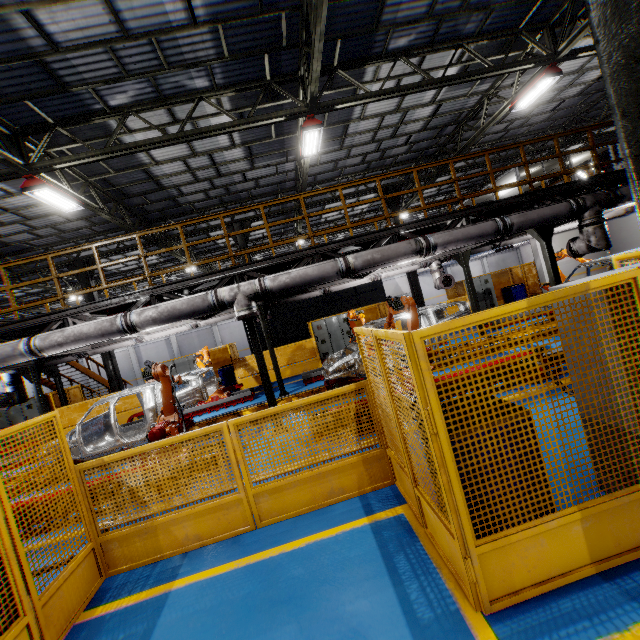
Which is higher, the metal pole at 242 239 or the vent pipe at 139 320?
the metal pole at 242 239

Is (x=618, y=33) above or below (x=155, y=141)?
below

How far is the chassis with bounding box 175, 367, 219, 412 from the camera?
8.66m

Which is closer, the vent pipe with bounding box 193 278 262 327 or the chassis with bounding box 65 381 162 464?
the vent pipe with bounding box 193 278 262 327

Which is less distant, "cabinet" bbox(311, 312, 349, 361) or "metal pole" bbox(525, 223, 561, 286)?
"metal pole" bbox(525, 223, 561, 286)

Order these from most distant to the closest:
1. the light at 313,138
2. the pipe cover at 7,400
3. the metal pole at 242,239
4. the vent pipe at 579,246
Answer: the metal pole at 242,239, the pipe cover at 7,400, the light at 313,138, the vent pipe at 579,246

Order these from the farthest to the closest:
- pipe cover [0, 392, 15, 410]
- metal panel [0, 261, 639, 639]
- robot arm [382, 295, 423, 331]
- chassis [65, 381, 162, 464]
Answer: pipe cover [0, 392, 15, 410] < chassis [65, 381, 162, 464] < robot arm [382, 295, 423, 331] < metal panel [0, 261, 639, 639]

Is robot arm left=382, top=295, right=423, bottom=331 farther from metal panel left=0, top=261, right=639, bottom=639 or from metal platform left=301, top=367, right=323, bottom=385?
metal panel left=0, top=261, right=639, bottom=639
